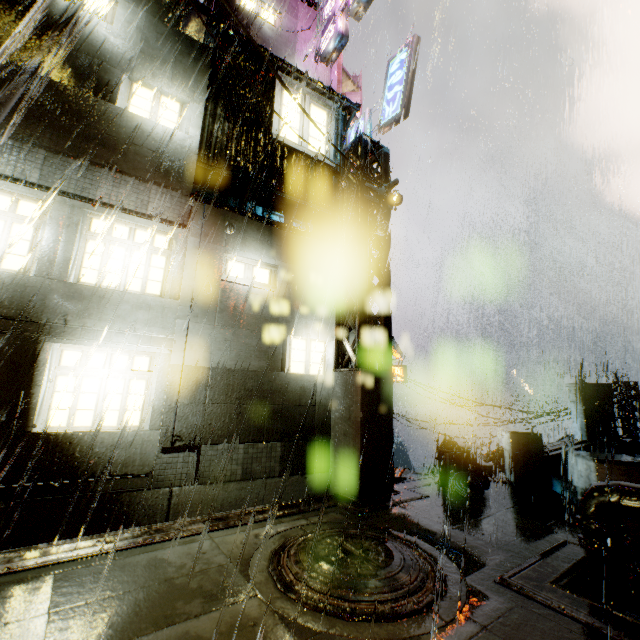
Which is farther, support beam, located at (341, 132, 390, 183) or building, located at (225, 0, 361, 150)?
building, located at (225, 0, 361, 150)

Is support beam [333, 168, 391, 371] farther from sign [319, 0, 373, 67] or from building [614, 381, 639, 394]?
sign [319, 0, 373, 67]

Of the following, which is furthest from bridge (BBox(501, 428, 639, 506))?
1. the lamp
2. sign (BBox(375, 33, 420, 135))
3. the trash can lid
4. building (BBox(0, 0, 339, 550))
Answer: sign (BBox(375, 33, 420, 135))

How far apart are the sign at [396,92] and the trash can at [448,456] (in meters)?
9.29

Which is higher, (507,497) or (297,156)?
(297,156)

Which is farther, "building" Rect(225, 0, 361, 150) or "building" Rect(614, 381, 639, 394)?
"building" Rect(614, 381, 639, 394)

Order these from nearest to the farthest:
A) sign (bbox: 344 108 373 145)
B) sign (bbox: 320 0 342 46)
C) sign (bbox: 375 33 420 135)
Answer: sign (bbox: 375 33 420 135) → sign (bbox: 344 108 373 145) → sign (bbox: 320 0 342 46)

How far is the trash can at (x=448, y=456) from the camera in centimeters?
861cm
